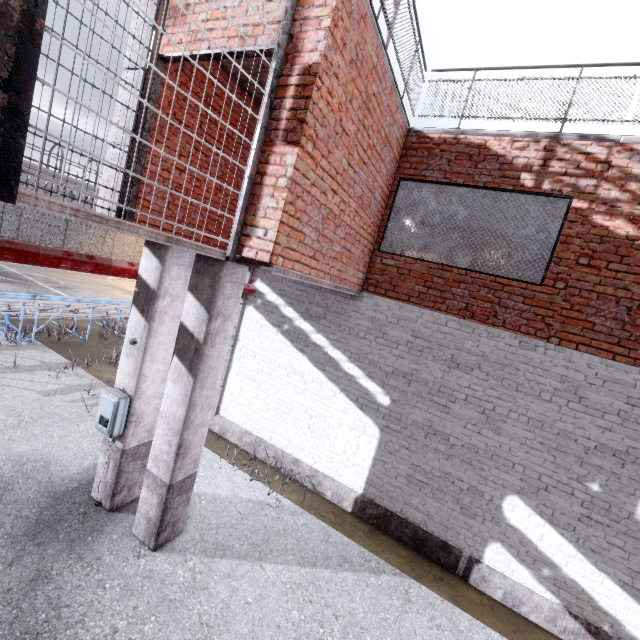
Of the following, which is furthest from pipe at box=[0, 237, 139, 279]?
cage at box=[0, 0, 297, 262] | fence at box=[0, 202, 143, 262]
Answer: fence at box=[0, 202, 143, 262]

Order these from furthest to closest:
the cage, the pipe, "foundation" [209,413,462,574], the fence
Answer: the fence
"foundation" [209,413,462,574]
the pipe
the cage

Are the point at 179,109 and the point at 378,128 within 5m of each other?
yes

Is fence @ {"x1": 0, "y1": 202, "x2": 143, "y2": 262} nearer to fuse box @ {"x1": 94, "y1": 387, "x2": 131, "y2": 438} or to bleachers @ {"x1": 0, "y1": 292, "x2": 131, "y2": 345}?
fuse box @ {"x1": 94, "y1": 387, "x2": 131, "y2": 438}

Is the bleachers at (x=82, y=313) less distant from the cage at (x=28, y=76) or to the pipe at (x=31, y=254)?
the pipe at (x=31, y=254)

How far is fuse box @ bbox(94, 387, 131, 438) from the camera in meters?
4.4 m

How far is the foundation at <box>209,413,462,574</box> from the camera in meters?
5.5 m

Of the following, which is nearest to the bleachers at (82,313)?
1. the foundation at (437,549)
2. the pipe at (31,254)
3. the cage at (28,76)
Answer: the foundation at (437,549)
